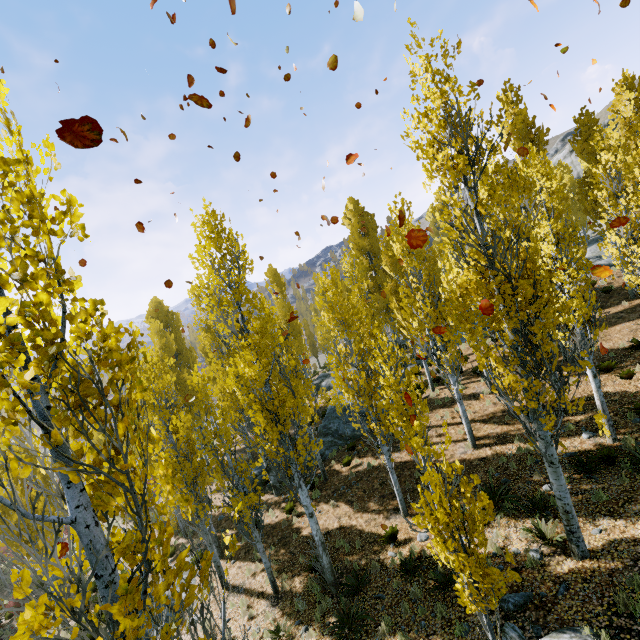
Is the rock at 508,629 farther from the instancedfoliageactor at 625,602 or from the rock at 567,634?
the instancedfoliageactor at 625,602

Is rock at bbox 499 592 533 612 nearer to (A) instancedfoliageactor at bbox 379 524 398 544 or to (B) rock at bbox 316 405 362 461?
(A) instancedfoliageactor at bbox 379 524 398 544

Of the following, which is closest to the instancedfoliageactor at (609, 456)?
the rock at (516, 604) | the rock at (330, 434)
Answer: the rock at (330, 434)

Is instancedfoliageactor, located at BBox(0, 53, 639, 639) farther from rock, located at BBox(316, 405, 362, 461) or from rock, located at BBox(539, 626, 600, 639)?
rock, located at BBox(539, 626, 600, 639)

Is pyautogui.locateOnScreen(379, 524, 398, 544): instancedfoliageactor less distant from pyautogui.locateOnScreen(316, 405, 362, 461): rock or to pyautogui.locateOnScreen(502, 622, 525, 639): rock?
pyautogui.locateOnScreen(316, 405, 362, 461): rock

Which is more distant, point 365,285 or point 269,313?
point 365,285

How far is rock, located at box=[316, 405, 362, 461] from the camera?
18.9 meters

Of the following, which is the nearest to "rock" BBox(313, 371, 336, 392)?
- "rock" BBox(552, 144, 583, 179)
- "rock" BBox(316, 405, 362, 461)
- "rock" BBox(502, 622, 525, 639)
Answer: "rock" BBox(316, 405, 362, 461)
